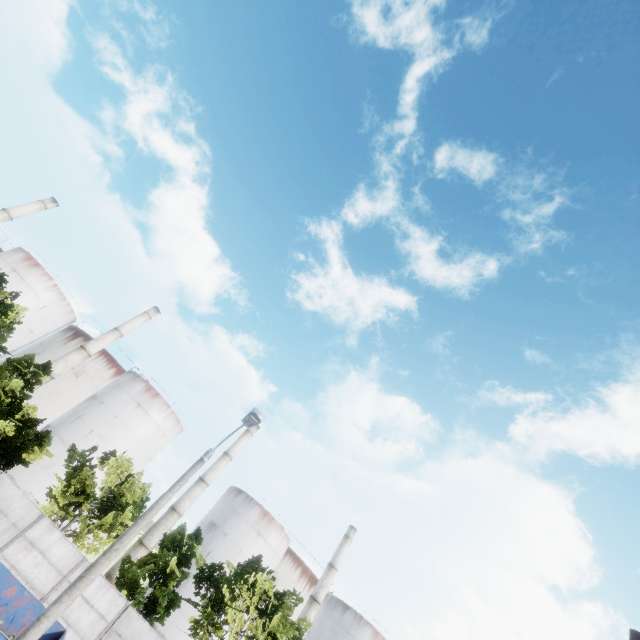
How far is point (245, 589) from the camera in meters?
21.4

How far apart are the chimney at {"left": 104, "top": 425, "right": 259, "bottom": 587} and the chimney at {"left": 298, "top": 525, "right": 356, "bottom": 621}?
21.63m

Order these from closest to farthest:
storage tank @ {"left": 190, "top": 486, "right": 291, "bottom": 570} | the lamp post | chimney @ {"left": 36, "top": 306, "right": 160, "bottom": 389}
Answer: the lamp post, chimney @ {"left": 36, "top": 306, "right": 160, "bottom": 389}, storage tank @ {"left": 190, "top": 486, "right": 291, "bottom": 570}

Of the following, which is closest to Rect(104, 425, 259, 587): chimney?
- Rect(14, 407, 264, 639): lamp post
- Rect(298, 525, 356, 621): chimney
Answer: Rect(298, 525, 356, 621): chimney

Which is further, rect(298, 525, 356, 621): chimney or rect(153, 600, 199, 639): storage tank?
rect(298, 525, 356, 621): chimney

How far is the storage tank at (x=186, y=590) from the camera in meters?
39.8

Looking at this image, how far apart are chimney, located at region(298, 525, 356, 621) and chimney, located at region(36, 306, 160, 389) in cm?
4654

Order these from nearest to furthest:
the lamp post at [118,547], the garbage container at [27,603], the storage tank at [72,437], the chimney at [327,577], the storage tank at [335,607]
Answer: the lamp post at [118,547] → the garbage container at [27,603] → the storage tank at [72,437] → the chimney at [327,577] → the storage tank at [335,607]
